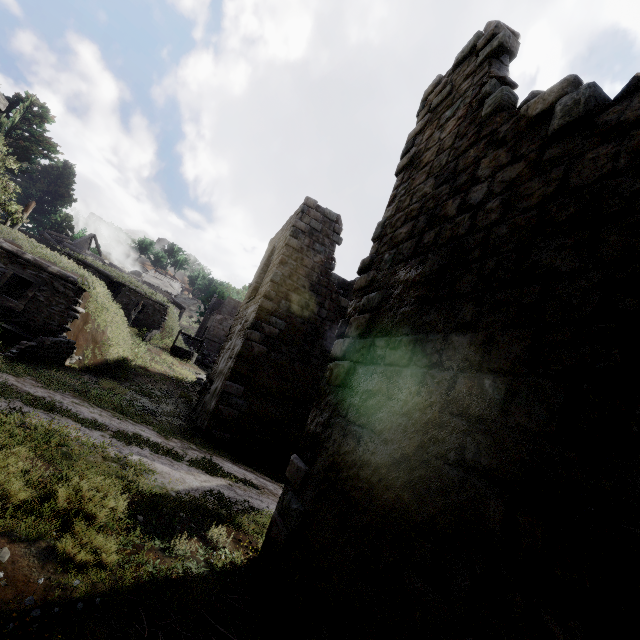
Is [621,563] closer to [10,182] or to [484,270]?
[484,270]

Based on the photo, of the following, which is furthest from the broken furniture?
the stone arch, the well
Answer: the stone arch

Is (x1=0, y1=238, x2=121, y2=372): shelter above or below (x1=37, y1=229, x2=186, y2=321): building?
below

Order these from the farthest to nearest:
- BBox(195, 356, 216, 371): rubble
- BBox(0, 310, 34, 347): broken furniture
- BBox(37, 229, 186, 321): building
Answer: BBox(37, 229, 186, 321): building → BBox(195, 356, 216, 371): rubble → BBox(0, 310, 34, 347): broken furniture

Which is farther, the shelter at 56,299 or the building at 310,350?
the shelter at 56,299

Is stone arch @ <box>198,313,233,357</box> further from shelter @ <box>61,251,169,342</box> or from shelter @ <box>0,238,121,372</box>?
shelter @ <box>0,238,121,372</box>

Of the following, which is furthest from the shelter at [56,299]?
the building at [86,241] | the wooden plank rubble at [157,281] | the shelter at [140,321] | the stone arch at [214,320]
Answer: the wooden plank rubble at [157,281]

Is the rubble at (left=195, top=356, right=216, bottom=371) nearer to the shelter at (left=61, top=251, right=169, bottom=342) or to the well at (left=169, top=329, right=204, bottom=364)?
the well at (left=169, top=329, right=204, bottom=364)
